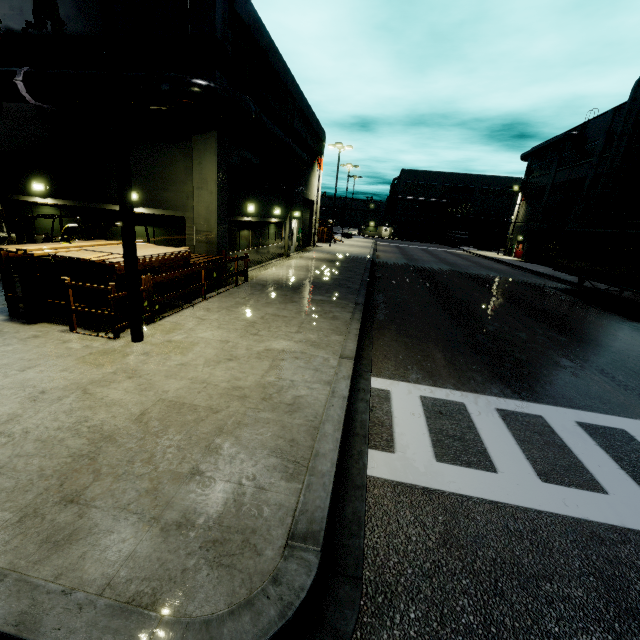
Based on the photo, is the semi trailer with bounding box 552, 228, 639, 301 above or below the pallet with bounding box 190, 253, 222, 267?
above

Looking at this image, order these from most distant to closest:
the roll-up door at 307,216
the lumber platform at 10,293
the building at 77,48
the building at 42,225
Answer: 1. the roll-up door at 307,216
2. the building at 42,225
3. the building at 77,48
4. the lumber platform at 10,293

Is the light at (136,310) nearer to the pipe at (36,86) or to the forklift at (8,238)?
the pipe at (36,86)

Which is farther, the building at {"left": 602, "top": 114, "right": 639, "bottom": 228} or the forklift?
the building at {"left": 602, "top": 114, "right": 639, "bottom": 228}

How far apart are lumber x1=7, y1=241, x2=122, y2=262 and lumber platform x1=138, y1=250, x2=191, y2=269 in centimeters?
1cm

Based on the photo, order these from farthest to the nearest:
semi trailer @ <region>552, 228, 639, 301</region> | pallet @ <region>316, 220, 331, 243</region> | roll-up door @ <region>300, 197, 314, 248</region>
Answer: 1. pallet @ <region>316, 220, 331, 243</region>
2. roll-up door @ <region>300, 197, 314, 248</region>
3. semi trailer @ <region>552, 228, 639, 301</region>

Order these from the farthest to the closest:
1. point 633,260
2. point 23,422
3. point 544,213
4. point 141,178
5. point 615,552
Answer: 1. point 544,213
2. point 633,260
3. point 141,178
4. point 23,422
5. point 615,552

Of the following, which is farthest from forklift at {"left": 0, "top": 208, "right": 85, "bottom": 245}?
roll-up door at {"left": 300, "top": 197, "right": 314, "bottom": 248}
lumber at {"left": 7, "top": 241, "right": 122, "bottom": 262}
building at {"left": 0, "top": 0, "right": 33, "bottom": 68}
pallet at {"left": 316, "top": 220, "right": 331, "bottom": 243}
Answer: pallet at {"left": 316, "top": 220, "right": 331, "bottom": 243}
